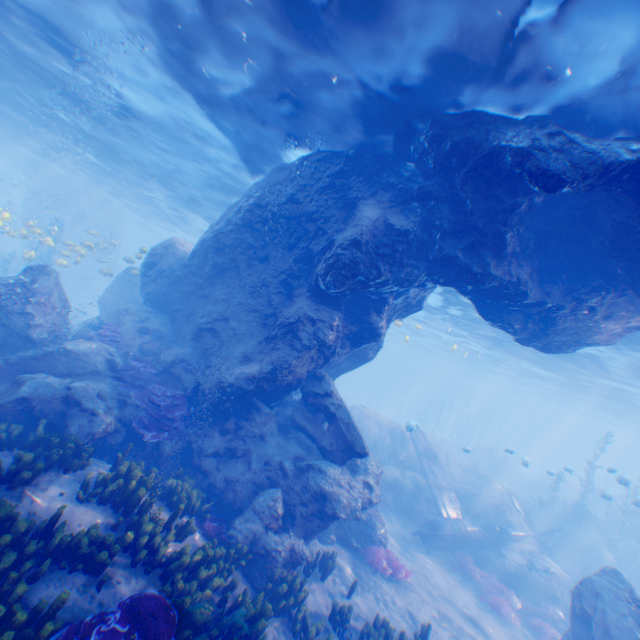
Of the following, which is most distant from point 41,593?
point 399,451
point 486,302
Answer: point 399,451

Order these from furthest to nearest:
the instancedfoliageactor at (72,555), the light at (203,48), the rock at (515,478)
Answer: the rock at (515,478)
the light at (203,48)
the instancedfoliageactor at (72,555)

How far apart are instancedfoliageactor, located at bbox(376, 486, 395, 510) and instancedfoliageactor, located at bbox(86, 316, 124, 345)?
15.08m

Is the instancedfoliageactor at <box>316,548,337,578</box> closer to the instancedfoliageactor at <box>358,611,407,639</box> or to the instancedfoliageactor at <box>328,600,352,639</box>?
the instancedfoliageactor at <box>358,611,407,639</box>

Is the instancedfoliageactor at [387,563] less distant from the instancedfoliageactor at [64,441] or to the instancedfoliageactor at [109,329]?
the instancedfoliageactor at [64,441]

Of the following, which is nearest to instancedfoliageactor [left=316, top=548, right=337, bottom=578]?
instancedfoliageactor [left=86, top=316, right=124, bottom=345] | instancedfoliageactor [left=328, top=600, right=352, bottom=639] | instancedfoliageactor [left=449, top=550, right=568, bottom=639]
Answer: instancedfoliageactor [left=328, top=600, right=352, bottom=639]

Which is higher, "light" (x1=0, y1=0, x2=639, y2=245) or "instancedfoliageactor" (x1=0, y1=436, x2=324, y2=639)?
"light" (x1=0, y1=0, x2=639, y2=245)

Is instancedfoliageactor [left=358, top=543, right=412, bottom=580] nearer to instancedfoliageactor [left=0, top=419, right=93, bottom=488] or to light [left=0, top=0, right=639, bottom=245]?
light [left=0, top=0, right=639, bottom=245]
